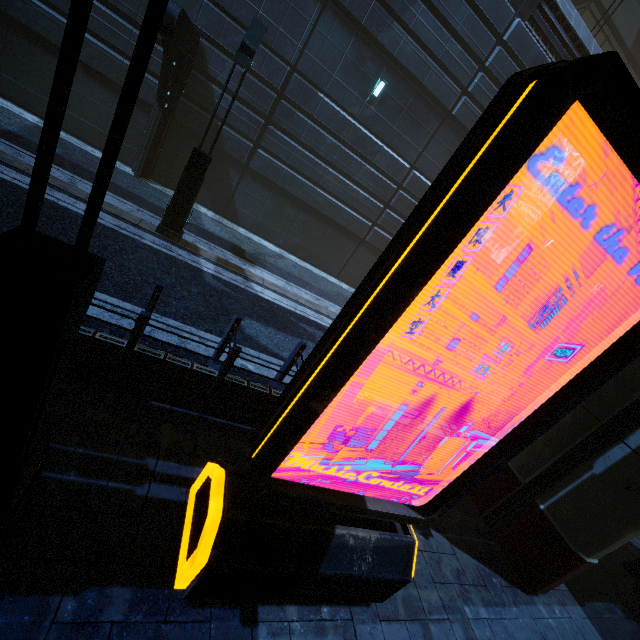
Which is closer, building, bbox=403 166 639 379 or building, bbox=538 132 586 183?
building, bbox=538 132 586 183

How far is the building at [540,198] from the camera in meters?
15.0 m

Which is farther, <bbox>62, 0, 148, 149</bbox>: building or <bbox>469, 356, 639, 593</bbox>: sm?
<bbox>62, 0, 148, 149</bbox>: building

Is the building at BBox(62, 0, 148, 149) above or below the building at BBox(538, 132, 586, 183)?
below

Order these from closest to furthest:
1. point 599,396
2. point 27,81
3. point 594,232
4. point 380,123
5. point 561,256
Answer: point 599,396 < point 27,81 < point 380,123 < point 594,232 < point 561,256

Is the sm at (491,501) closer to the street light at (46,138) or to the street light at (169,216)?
the street light at (46,138)

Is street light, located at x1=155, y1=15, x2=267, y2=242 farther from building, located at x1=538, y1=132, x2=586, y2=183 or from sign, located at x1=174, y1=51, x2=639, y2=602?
sign, located at x1=174, y1=51, x2=639, y2=602

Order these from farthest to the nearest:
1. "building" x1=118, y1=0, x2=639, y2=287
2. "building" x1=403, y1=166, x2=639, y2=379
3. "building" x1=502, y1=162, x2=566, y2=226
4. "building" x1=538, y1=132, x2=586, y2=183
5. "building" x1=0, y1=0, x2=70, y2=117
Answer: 1. "building" x1=403, y1=166, x2=639, y2=379
2. "building" x1=502, y1=162, x2=566, y2=226
3. "building" x1=538, y1=132, x2=586, y2=183
4. "building" x1=118, y1=0, x2=639, y2=287
5. "building" x1=0, y1=0, x2=70, y2=117
